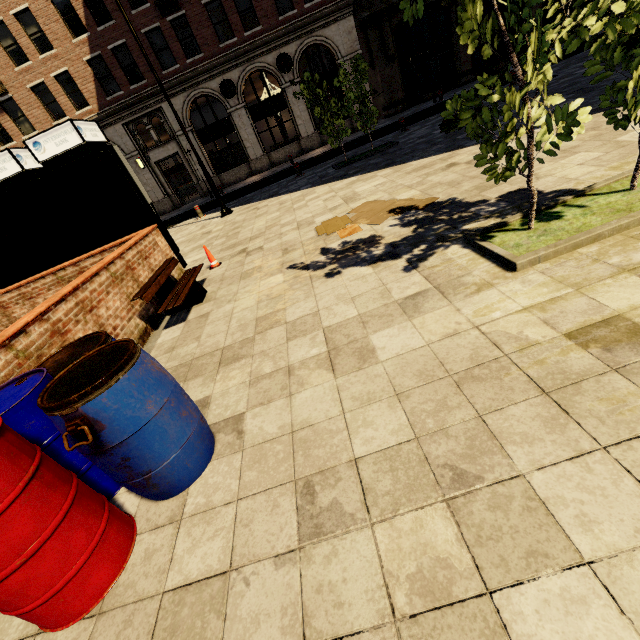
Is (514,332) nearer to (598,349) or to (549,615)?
(598,349)

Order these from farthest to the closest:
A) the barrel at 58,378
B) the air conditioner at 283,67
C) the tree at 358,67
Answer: the air conditioner at 283,67 < the tree at 358,67 < the barrel at 58,378

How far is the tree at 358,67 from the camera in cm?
1118

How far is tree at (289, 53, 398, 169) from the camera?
11.2m

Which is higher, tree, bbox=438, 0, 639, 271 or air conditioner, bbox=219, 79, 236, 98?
air conditioner, bbox=219, 79, 236, 98

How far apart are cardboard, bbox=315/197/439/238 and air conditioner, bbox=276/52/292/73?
19.6 meters

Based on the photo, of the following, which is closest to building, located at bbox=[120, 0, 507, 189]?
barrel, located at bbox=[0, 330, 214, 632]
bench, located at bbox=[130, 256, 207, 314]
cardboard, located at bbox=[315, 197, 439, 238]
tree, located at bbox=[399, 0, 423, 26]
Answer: tree, located at bbox=[399, 0, 423, 26]

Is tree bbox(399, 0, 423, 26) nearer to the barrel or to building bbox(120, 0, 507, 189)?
the barrel
